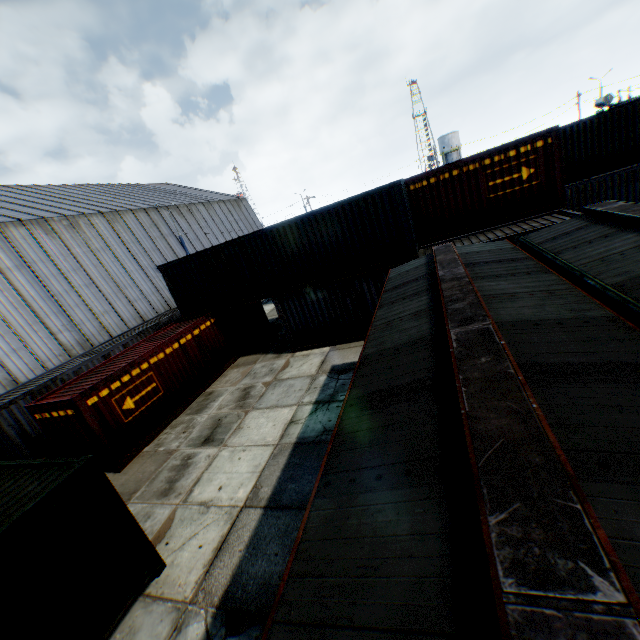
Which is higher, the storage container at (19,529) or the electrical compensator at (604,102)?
the electrical compensator at (604,102)

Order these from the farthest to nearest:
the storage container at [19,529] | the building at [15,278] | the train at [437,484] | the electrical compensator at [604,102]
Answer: the electrical compensator at [604,102]
the building at [15,278]
the storage container at [19,529]
the train at [437,484]

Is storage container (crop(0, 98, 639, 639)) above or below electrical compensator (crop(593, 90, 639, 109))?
below

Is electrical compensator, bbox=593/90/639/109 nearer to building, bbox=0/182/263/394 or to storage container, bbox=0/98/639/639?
storage container, bbox=0/98/639/639

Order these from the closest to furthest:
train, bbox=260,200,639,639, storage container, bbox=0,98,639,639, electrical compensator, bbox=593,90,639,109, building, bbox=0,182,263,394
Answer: train, bbox=260,200,639,639
storage container, bbox=0,98,639,639
building, bbox=0,182,263,394
electrical compensator, bbox=593,90,639,109

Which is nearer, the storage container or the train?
the train

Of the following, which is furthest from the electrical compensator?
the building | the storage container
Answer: the building

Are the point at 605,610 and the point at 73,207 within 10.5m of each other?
no
